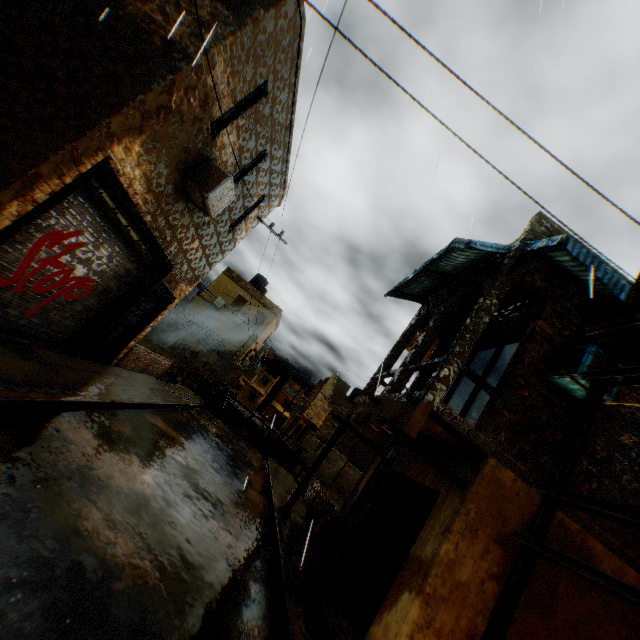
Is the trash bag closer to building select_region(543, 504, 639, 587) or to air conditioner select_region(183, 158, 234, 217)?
building select_region(543, 504, 639, 587)

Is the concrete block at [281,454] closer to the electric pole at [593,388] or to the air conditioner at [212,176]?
the air conditioner at [212,176]

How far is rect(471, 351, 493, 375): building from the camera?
11.59m

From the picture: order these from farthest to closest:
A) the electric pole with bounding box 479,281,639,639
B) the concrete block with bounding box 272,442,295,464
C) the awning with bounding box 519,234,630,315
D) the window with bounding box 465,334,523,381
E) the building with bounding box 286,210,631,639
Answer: the concrete block with bounding box 272,442,295,464 < the window with bounding box 465,334,523,381 < the awning with bounding box 519,234,630,315 < the building with bounding box 286,210,631,639 < the electric pole with bounding box 479,281,639,639

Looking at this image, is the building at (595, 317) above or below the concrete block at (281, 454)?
above

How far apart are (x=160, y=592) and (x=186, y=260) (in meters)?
8.16

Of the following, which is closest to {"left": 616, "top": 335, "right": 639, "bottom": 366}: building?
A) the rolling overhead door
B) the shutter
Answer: the rolling overhead door
